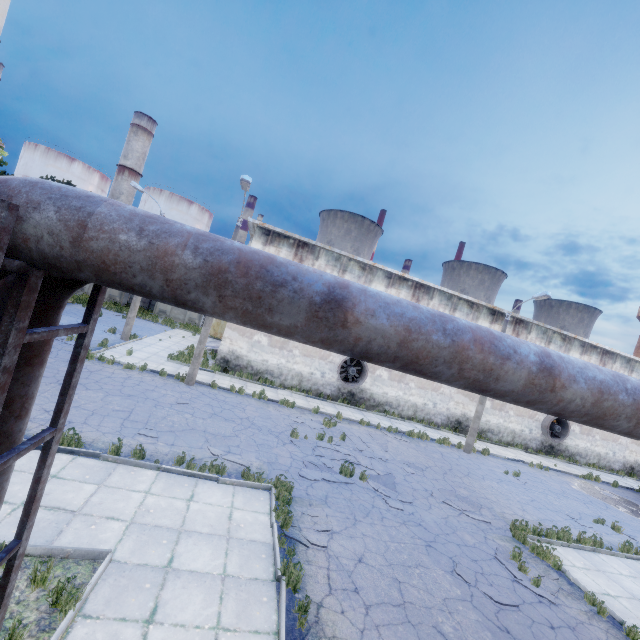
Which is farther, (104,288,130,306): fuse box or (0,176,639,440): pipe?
(104,288,130,306): fuse box

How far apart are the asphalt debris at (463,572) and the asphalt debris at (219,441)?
7.4 meters

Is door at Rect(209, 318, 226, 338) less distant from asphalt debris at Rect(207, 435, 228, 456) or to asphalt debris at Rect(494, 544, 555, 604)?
asphalt debris at Rect(207, 435, 228, 456)

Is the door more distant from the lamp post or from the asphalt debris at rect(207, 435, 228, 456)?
the asphalt debris at rect(207, 435, 228, 456)

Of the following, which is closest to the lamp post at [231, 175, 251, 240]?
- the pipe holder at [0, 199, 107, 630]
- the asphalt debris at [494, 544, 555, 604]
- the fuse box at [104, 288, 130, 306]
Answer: the pipe holder at [0, 199, 107, 630]

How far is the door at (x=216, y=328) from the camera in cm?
3306

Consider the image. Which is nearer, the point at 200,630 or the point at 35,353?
the point at 35,353

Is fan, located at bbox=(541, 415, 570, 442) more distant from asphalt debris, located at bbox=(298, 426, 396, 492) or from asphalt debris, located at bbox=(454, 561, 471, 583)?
asphalt debris, located at bbox=(454, 561, 471, 583)
